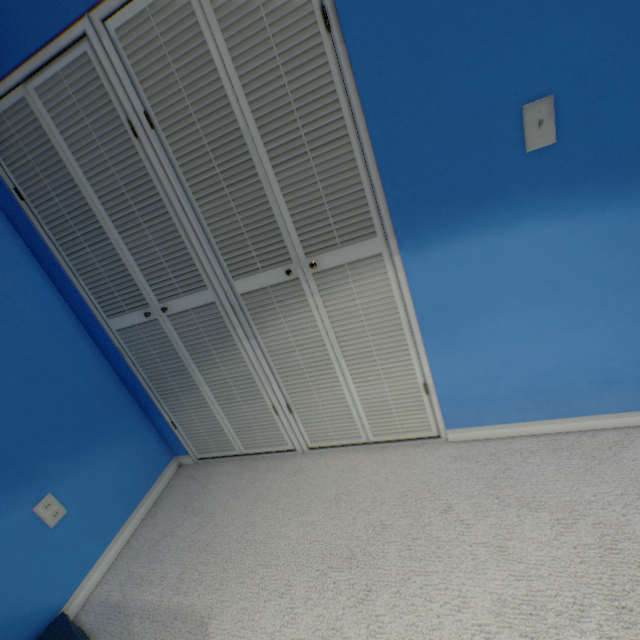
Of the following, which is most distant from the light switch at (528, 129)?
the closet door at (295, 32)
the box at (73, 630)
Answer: the box at (73, 630)

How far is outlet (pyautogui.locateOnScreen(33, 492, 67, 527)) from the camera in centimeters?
141cm

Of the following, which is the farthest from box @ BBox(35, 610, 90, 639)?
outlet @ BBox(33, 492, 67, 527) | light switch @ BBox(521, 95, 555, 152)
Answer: light switch @ BBox(521, 95, 555, 152)

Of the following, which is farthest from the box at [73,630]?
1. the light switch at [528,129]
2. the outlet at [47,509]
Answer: the light switch at [528,129]

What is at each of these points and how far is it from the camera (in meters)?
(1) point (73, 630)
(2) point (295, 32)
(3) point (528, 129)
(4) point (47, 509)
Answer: (1) box, 1.24
(2) closet door, 1.00
(3) light switch, 0.97
(4) outlet, 1.43

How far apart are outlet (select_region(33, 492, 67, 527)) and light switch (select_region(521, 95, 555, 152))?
2.34m

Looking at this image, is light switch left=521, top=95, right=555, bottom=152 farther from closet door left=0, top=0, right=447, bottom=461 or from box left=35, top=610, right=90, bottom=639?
box left=35, top=610, right=90, bottom=639

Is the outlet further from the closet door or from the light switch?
the light switch
